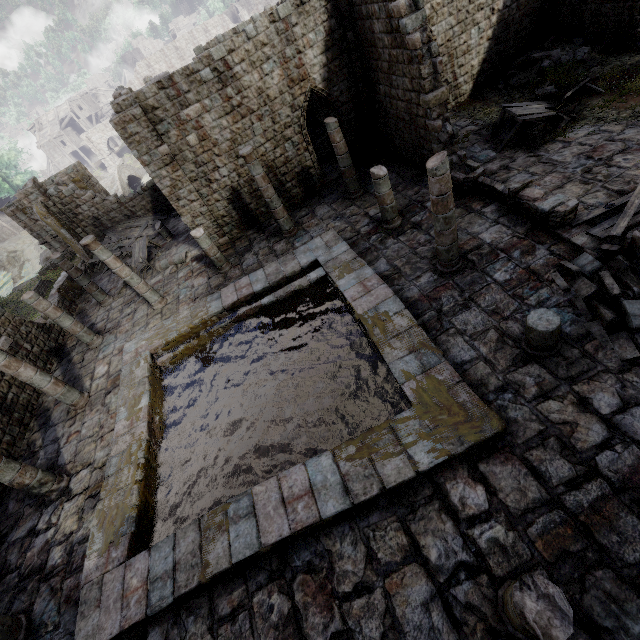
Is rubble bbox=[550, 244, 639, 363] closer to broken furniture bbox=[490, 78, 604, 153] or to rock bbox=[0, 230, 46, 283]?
broken furniture bbox=[490, 78, 604, 153]

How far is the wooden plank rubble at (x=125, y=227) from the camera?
21.7m

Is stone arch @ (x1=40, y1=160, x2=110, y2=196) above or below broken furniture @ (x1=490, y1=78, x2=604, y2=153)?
above

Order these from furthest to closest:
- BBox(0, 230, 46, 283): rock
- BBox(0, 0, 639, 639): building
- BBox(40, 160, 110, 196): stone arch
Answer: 1. BBox(0, 230, 46, 283): rock
2. BBox(40, 160, 110, 196): stone arch
3. BBox(0, 0, 639, 639): building

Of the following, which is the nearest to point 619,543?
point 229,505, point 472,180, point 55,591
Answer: point 229,505

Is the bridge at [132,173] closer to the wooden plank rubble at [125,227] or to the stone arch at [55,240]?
the stone arch at [55,240]

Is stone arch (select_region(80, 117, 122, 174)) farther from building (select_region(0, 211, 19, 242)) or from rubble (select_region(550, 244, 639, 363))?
rubble (select_region(550, 244, 639, 363))

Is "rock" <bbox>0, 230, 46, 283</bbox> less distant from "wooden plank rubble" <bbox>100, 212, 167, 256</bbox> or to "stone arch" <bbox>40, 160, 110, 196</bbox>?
"stone arch" <bbox>40, 160, 110, 196</bbox>
